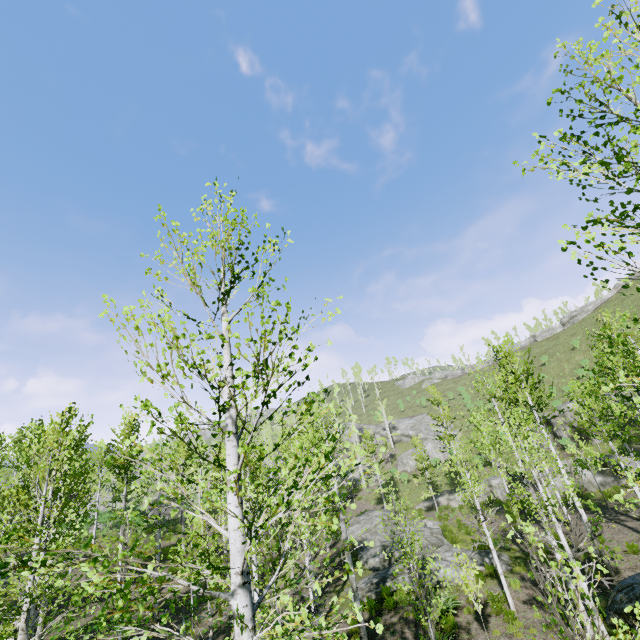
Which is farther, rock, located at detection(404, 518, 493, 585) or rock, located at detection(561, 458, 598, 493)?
rock, located at detection(561, 458, 598, 493)

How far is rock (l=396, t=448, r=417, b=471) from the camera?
45.6 meters

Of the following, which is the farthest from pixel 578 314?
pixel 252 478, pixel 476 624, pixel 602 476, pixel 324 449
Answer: pixel 324 449

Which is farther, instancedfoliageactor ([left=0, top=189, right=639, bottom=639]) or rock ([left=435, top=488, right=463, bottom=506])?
rock ([left=435, top=488, right=463, bottom=506])

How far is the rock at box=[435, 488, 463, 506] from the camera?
32.5 meters

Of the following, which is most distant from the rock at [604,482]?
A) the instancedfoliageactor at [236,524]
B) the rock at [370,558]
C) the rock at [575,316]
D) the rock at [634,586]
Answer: the rock at [575,316]

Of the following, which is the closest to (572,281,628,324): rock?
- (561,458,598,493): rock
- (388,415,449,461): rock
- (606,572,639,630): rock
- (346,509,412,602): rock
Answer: (388,415,449,461): rock

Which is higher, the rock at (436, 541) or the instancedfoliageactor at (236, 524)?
the instancedfoliageactor at (236, 524)
